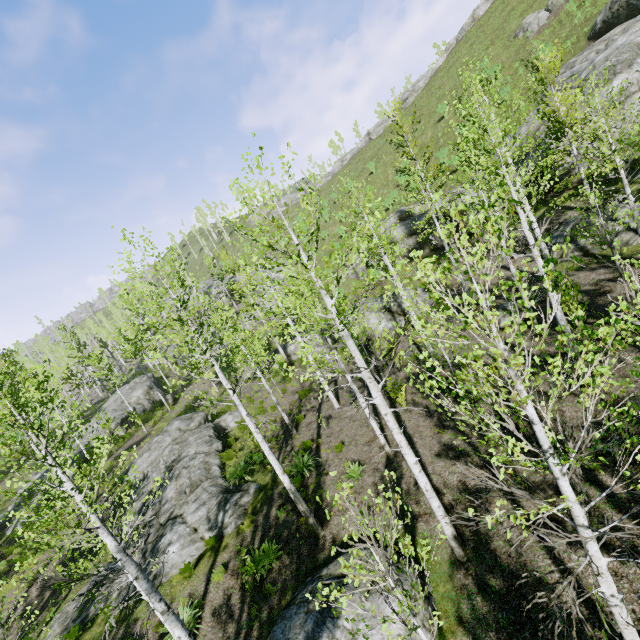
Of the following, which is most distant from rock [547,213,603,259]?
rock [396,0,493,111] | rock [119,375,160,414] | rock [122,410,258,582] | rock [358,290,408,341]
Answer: rock [396,0,493,111]

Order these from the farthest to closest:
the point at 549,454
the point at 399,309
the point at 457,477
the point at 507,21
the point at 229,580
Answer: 1. the point at 507,21
2. the point at 399,309
3. the point at 229,580
4. the point at 457,477
5. the point at 549,454

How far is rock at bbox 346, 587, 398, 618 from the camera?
6.8 meters

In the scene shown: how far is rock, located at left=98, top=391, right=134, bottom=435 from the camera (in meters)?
29.88

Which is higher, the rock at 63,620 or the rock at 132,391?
the rock at 132,391

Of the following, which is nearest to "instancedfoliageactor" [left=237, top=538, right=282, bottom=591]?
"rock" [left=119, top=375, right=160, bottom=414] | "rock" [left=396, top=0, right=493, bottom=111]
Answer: "rock" [left=119, top=375, right=160, bottom=414]

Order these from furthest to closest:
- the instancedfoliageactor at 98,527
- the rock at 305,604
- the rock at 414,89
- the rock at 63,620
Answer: the rock at 414,89 < the rock at 63,620 < the rock at 305,604 < the instancedfoliageactor at 98,527

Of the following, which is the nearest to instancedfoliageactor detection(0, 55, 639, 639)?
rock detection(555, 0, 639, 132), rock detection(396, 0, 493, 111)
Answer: rock detection(555, 0, 639, 132)
